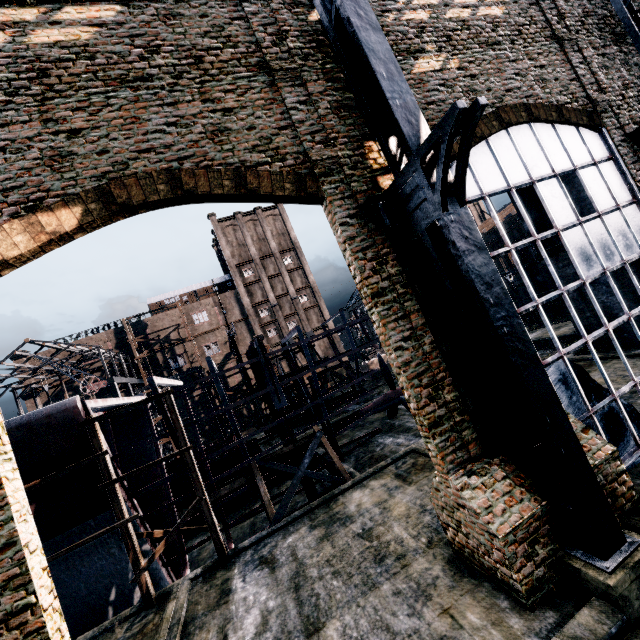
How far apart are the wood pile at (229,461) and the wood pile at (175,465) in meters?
0.3

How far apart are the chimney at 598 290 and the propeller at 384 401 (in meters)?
11.20

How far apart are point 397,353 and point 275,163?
5.8 meters

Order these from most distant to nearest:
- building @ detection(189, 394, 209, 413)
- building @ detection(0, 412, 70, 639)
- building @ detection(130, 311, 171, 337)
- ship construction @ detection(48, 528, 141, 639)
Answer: building @ detection(130, 311, 171, 337) < building @ detection(189, 394, 209, 413) < ship construction @ detection(48, 528, 141, 639) < building @ detection(0, 412, 70, 639)

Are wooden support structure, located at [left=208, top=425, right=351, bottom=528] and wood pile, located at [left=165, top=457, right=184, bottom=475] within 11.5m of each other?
yes

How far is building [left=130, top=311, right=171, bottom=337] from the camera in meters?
58.1 m

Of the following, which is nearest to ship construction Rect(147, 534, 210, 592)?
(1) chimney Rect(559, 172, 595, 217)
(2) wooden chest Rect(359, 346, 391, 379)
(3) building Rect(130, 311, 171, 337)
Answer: (1) chimney Rect(559, 172, 595, 217)

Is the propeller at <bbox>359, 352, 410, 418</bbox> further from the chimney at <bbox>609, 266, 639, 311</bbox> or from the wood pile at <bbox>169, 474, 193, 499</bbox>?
the chimney at <bbox>609, 266, 639, 311</bbox>
